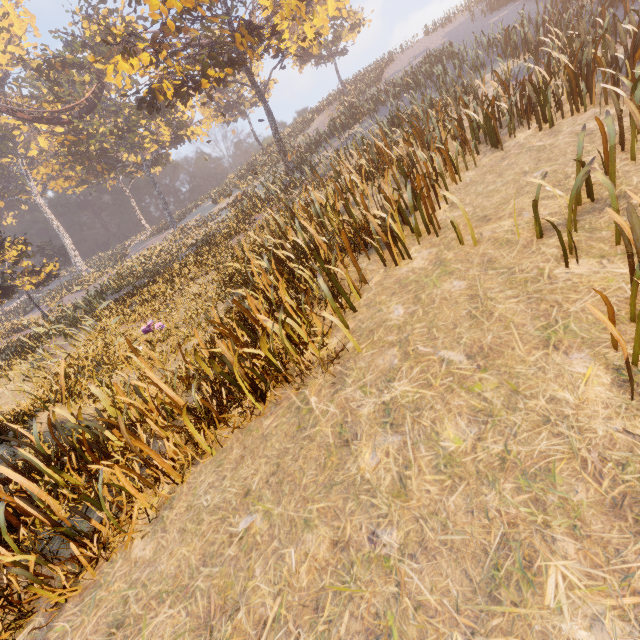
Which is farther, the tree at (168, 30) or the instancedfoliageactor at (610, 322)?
the tree at (168, 30)

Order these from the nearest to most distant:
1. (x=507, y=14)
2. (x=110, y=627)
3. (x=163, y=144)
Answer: (x=110, y=627) < (x=507, y=14) < (x=163, y=144)

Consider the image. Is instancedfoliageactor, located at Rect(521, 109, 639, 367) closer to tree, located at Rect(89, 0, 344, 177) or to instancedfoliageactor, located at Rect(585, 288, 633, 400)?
instancedfoliageactor, located at Rect(585, 288, 633, 400)

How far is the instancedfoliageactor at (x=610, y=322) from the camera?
2.12m

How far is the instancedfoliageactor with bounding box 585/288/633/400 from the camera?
2.1m

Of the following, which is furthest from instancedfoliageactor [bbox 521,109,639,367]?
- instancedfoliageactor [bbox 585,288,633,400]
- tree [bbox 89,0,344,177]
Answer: tree [bbox 89,0,344,177]
